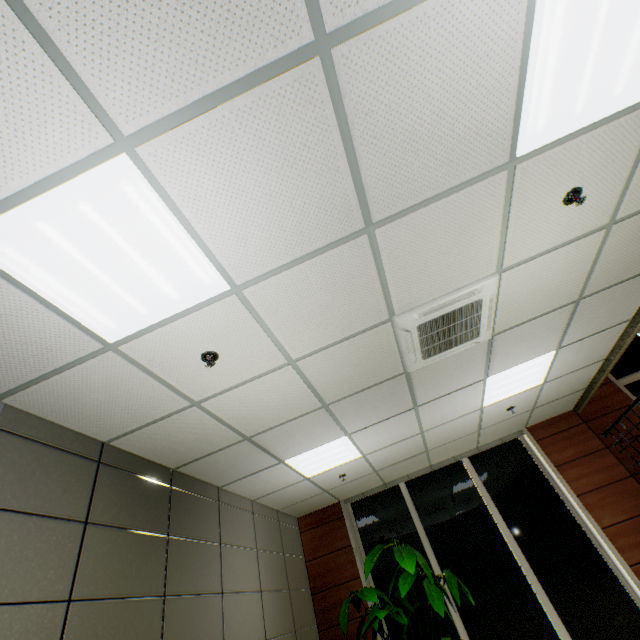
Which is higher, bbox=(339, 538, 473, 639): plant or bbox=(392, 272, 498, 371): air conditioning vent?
bbox=(392, 272, 498, 371): air conditioning vent

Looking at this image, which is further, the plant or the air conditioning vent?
the plant

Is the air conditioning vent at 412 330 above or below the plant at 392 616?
above

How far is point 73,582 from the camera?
2.4 meters

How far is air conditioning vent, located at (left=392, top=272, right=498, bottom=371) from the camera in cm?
283

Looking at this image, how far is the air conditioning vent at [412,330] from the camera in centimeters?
283cm
